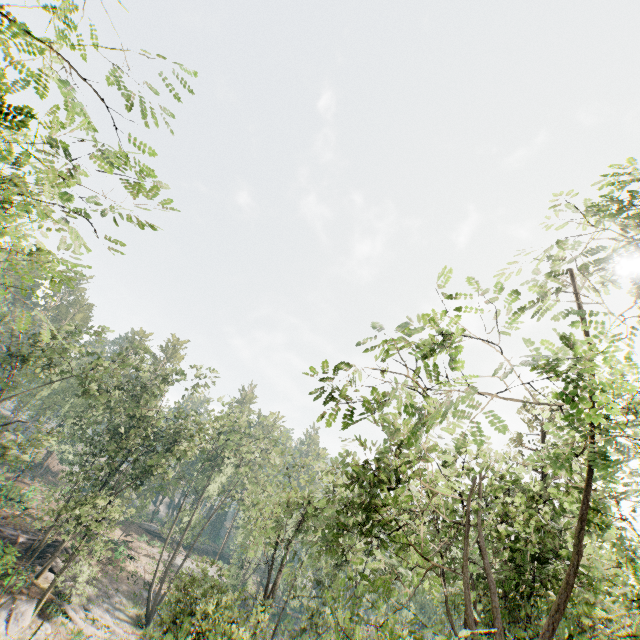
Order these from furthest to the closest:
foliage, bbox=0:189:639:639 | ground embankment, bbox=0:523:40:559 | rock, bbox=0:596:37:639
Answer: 1. ground embankment, bbox=0:523:40:559
2. rock, bbox=0:596:37:639
3. foliage, bbox=0:189:639:639

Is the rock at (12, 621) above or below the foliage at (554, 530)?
below

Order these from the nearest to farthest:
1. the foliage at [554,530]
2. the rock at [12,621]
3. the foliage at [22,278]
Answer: the foliage at [22,278] < the foliage at [554,530] < the rock at [12,621]

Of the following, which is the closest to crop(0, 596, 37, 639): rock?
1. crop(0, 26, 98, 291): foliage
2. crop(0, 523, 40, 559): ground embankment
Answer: crop(0, 26, 98, 291): foliage

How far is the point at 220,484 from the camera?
→ 56.1 meters

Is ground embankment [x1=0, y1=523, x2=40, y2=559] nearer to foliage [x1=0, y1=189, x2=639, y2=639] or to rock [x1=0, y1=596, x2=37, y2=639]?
foliage [x1=0, y1=189, x2=639, y2=639]

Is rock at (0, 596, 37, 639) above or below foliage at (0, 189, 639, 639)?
below
